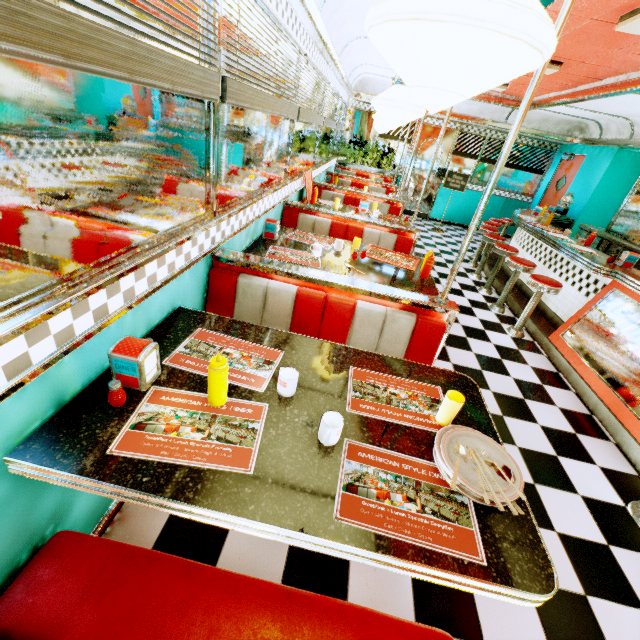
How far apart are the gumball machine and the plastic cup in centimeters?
838cm

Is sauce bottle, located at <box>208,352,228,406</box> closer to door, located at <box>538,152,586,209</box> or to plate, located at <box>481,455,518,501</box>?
plate, located at <box>481,455,518,501</box>

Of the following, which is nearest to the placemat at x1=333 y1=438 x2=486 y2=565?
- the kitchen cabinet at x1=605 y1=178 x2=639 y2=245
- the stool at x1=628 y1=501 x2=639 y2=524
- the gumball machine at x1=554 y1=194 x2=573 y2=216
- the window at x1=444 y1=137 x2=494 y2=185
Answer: the stool at x1=628 y1=501 x2=639 y2=524

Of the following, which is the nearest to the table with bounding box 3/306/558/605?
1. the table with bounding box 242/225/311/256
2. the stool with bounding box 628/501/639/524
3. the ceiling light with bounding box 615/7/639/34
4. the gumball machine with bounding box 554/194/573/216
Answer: the table with bounding box 242/225/311/256

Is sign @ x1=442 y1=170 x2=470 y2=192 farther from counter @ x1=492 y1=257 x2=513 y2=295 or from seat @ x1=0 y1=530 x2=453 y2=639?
seat @ x1=0 y1=530 x2=453 y2=639

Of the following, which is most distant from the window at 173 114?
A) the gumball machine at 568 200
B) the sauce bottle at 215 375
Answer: the gumball machine at 568 200

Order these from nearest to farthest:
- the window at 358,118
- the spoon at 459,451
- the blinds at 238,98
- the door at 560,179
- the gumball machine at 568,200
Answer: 1. the spoon at 459,451
2. the blinds at 238,98
3. the gumball machine at 568,200
4. the door at 560,179
5. the window at 358,118

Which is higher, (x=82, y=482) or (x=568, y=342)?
(x=82, y=482)
